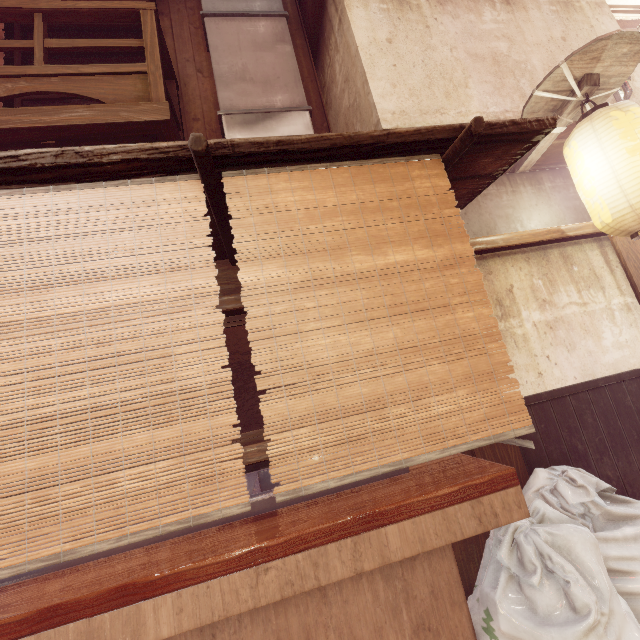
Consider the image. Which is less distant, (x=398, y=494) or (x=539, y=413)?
(x=398, y=494)

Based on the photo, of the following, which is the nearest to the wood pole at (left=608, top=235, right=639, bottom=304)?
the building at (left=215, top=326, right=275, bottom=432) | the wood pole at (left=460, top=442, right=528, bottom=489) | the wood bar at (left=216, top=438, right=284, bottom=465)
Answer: the wood pole at (left=460, top=442, right=528, bottom=489)

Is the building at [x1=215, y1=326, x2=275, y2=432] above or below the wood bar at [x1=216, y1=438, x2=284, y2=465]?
above

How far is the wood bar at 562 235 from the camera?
5.62m

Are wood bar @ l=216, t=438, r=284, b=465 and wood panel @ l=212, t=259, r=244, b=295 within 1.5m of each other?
no

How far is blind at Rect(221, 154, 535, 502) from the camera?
2.7 meters

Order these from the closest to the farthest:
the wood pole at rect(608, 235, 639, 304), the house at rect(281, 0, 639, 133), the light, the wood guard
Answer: the wood guard → the wood pole at rect(608, 235, 639, 304) → the house at rect(281, 0, 639, 133) → the light

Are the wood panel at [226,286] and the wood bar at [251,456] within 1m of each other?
no
